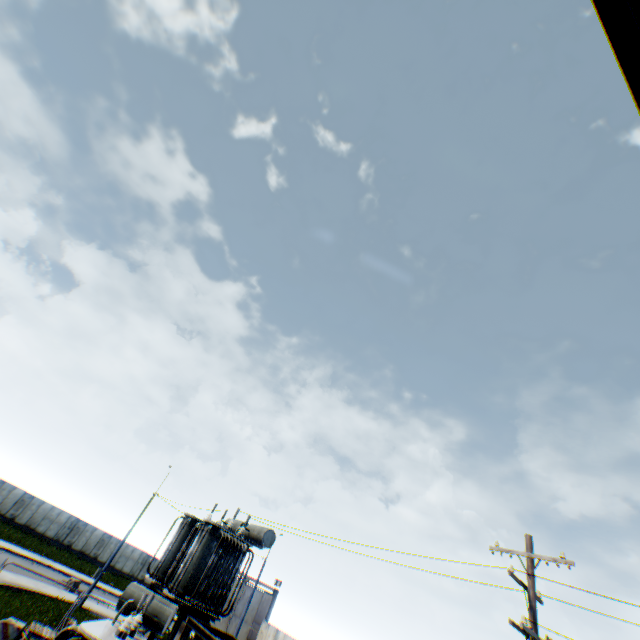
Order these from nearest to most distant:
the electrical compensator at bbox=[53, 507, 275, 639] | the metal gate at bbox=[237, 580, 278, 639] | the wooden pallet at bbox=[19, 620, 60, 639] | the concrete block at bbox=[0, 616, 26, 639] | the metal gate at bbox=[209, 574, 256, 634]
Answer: the electrical compensator at bbox=[53, 507, 275, 639], the concrete block at bbox=[0, 616, 26, 639], the wooden pallet at bbox=[19, 620, 60, 639], the metal gate at bbox=[237, 580, 278, 639], the metal gate at bbox=[209, 574, 256, 634]

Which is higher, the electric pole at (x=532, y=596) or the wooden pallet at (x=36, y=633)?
the electric pole at (x=532, y=596)

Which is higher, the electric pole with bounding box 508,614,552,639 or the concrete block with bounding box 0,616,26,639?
the electric pole with bounding box 508,614,552,639

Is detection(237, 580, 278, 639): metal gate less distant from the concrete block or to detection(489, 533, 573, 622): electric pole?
the concrete block

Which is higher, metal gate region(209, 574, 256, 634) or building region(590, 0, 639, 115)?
building region(590, 0, 639, 115)

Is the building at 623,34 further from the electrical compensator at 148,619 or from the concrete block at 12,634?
the concrete block at 12,634

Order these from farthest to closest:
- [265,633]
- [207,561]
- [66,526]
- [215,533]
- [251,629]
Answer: [66,526] → [251,629] → [265,633] → [215,533] → [207,561]

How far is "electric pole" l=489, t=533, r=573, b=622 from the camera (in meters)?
9.22
